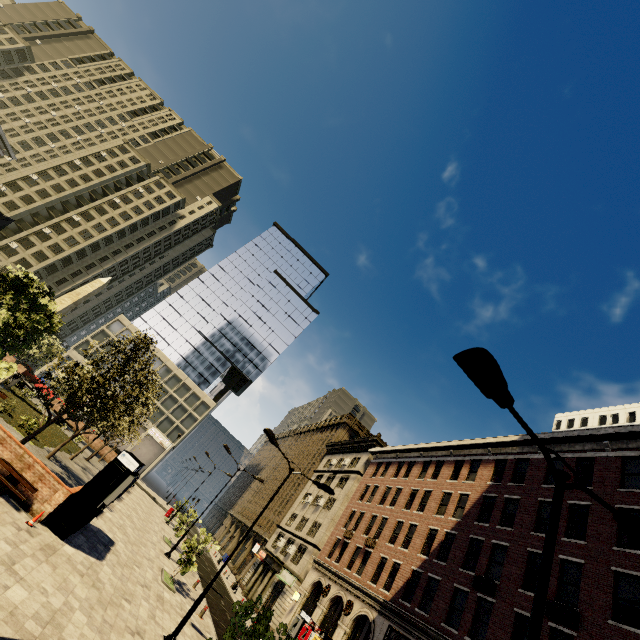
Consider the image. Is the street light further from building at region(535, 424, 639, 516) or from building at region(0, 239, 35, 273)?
building at region(0, 239, 35, 273)

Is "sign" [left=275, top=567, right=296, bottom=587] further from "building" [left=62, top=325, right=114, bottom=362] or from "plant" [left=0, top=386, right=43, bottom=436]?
"plant" [left=0, top=386, right=43, bottom=436]

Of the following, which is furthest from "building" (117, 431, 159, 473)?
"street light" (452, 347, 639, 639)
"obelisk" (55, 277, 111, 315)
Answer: "obelisk" (55, 277, 111, 315)

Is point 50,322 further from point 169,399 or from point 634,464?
point 169,399

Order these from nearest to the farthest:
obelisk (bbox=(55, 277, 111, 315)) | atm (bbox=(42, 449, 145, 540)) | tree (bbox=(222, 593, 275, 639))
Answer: tree (bbox=(222, 593, 275, 639)) < atm (bbox=(42, 449, 145, 540)) < obelisk (bbox=(55, 277, 111, 315))

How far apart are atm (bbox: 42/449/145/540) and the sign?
26.74m

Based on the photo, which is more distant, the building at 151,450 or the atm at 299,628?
the building at 151,450

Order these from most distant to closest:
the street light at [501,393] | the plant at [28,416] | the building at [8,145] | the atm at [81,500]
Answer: the building at [8,145]
the plant at [28,416]
the atm at [81,500]
the street light at [501,393]
